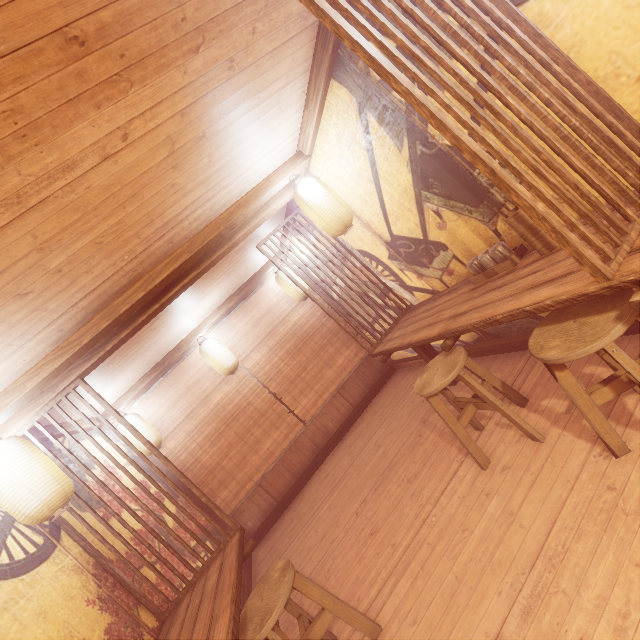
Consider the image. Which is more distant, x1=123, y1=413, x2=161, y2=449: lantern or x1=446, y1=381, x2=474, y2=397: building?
x1=123, y1=413, x2=161, y2=449: lantern

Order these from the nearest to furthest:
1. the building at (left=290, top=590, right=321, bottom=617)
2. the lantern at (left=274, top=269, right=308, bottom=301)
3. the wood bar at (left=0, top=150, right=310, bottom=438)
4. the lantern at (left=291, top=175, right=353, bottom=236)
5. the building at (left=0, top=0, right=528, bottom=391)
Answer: the building at (left=0, top=0, right=528, bottom=391)
the wood bar at (left=0, top=150, right=310, bottom=438)
the building at (left=290, top=590, right=321, bottom=617)
the lantern at (left=291, top=175, right=353, bottom=236)
the lantern at (left=274, top=269, right=308, bottom=301)

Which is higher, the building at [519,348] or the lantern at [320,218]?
the lantern at [320,218]

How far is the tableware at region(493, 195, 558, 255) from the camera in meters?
3.5

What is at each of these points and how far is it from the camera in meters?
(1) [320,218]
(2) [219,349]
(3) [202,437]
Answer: (1) lantern, 5.5 m
(2) lantern, 8.7 m
(3) blind, 9.1 m

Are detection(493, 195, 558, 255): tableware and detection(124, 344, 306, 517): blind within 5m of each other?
no

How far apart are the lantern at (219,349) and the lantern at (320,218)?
4.7m

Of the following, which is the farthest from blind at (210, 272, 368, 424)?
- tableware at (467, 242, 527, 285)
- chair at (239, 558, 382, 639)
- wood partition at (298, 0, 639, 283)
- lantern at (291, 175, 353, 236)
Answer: wood partition at (298, 0, 639, 283)
